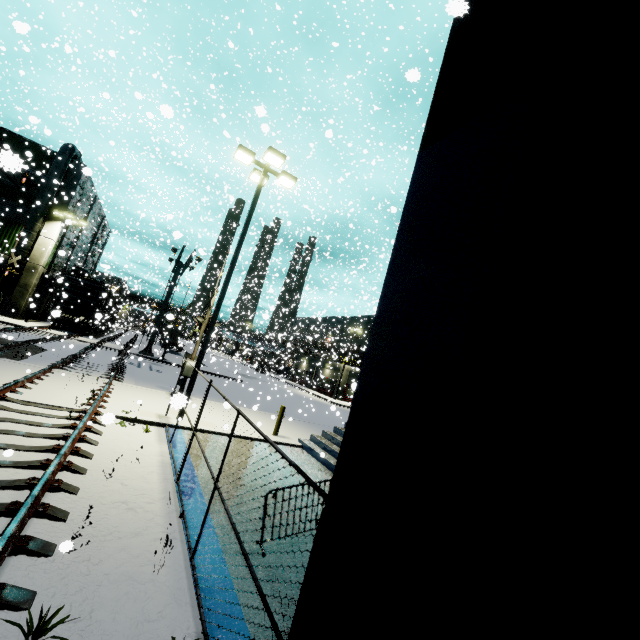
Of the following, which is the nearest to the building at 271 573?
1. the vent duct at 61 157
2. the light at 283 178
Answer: the vent duct at 61 157

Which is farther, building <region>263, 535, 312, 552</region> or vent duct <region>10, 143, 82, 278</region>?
vent duct <region>10, 143, 82, 278</region>

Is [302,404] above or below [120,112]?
below

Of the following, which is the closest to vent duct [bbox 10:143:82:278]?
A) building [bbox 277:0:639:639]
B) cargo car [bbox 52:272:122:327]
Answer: building [bbox 277:0:639:639]

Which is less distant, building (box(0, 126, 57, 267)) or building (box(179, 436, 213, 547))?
building (box(179, 436, 213, 547))

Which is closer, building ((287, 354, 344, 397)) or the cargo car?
the cargo car

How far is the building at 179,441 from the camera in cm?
768
